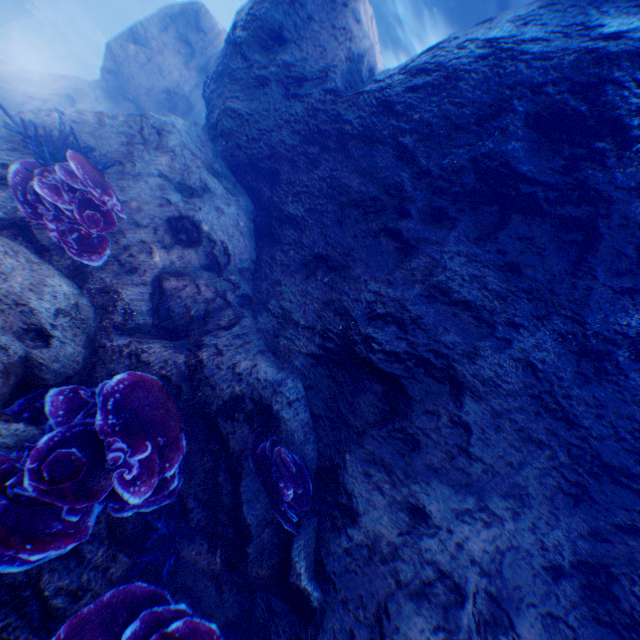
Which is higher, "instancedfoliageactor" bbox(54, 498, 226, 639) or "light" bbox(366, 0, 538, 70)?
"light" bbox(366, 0, 538, 70)

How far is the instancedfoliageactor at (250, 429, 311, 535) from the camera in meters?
3.4

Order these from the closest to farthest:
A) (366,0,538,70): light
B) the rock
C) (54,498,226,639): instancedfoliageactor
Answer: (54,498,226,639): instancedfoliageactor < the rock < (366,0,538,70): light

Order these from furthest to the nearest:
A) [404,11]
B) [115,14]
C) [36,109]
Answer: [115,14] < [404,11] < [36,109]

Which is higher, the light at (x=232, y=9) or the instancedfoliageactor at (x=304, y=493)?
the light at (x=232, y=9)

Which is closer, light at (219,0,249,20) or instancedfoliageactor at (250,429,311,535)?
instancedfoliageactor at (250,429,311,535)

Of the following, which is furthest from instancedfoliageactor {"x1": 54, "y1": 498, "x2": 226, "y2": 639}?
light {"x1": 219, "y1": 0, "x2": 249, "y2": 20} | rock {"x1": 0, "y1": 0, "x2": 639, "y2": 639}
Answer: light {"x1": 219, "y1": 0, "x2": 249, "y2": 20}

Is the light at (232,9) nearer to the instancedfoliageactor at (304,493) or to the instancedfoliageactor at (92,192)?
the instancedfoliageactor at (304,493)
